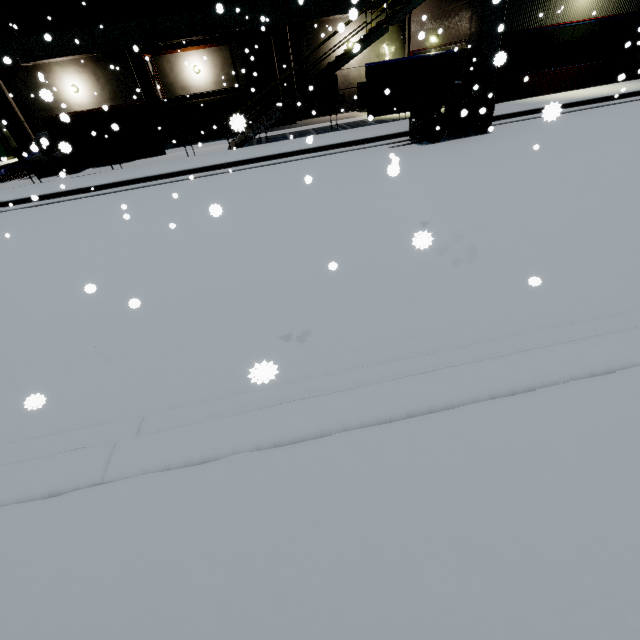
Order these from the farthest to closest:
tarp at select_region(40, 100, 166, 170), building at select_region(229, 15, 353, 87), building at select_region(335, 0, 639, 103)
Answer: building at select_region(229, 15, 353, 87) → building at select_region(335, 0, 639, 103) → tarp at select_region(40, 100, 166, 170)

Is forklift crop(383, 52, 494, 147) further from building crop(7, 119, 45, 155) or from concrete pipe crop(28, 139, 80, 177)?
concrete pipe crop(28, 139, 80, 177)

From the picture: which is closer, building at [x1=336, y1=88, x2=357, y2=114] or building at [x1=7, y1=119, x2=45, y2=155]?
building at [x1=7, y1=119, x2=45, y2=155]

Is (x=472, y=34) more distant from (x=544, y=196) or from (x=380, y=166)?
(x=544, y=196)

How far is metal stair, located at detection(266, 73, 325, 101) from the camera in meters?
13.4 m

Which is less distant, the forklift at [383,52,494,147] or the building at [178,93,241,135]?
the forklift at [383,52,494,147]

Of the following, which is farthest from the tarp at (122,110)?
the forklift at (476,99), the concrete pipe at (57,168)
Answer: the concrete pipe at (57,168)

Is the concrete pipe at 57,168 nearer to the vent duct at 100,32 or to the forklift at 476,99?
the vent duct at 100,32
